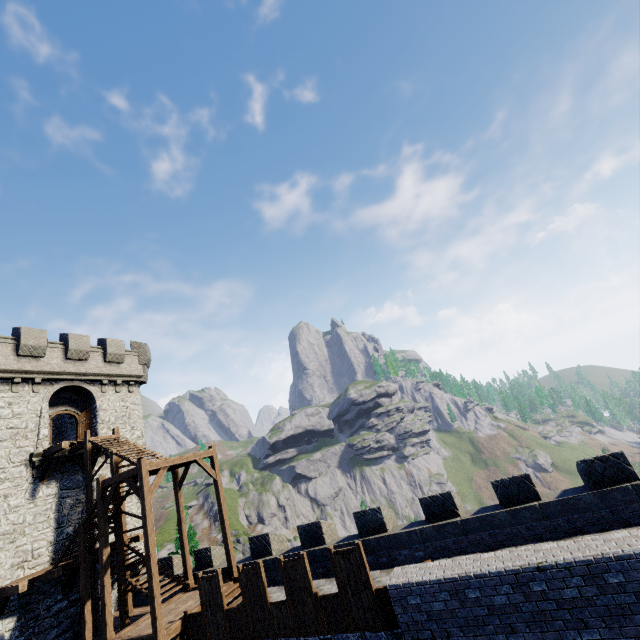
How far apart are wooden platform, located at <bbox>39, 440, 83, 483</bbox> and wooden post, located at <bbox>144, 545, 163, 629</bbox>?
9.0 meters

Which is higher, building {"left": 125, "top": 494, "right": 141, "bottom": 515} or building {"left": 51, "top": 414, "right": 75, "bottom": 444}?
building {"left": 51, "top": 414, "right": 75, "bottom": 444}

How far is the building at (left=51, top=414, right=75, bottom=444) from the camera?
25.9 meters

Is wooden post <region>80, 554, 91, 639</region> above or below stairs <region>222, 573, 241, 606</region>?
above

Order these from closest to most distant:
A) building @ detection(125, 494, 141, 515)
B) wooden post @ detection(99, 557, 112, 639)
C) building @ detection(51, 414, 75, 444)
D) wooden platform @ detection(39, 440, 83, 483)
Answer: wooden post @ detection(99, 557, 112, 639), wooden platform @ detection(39, 440, 83, 483), building @ detection(125, 494, 141, 515), building @ detection(51, 414, 75, 444)

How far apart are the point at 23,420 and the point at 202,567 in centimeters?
1339cm

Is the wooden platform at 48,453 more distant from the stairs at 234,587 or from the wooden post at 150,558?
the wooden post at 150,558

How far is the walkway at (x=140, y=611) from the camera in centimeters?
1606cm
